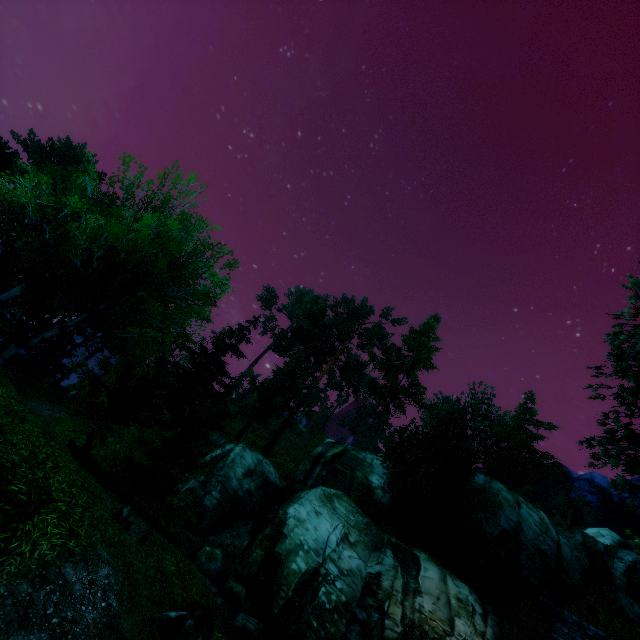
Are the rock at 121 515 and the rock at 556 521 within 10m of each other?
no

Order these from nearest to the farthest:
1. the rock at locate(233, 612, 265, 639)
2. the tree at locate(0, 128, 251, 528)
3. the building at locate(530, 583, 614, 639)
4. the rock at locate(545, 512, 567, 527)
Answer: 1. the tree at locate(0, 128, 251, 528)
2. the building at locate(530, 583, 614, 639)
3. the rock at locate(233, 612, 265, 639)
4. the rock at locate(545, 512, 567, 527)

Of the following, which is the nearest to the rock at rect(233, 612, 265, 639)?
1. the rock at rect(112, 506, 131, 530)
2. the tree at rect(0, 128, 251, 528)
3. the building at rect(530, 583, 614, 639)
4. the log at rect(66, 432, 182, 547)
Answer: the log at rect(66, 432, 182, 547)

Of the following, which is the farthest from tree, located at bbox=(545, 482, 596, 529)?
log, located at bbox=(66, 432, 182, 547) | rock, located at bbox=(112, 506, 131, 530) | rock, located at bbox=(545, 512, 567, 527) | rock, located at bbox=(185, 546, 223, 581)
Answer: rock, located at bbox=(545, 512, 567, 527)

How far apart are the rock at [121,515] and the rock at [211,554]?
8.6m

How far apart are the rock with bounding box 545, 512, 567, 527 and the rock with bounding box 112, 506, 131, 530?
44.8 meters

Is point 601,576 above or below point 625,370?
below

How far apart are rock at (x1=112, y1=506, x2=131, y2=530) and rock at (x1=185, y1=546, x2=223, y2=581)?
8.6 meters
